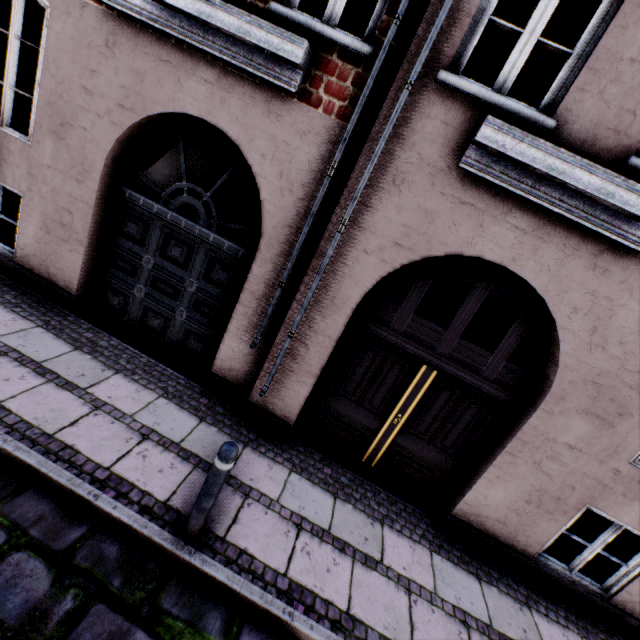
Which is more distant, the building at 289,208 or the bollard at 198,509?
the building at 289,208

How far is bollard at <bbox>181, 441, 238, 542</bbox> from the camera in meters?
2.6

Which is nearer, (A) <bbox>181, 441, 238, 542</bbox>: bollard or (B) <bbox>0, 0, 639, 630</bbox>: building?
(A) <bbox>181, 441, 238, 542</bbox>: bollard

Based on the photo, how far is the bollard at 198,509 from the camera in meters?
2.6 m

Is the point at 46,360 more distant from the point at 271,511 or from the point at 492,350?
the point at 492,350
